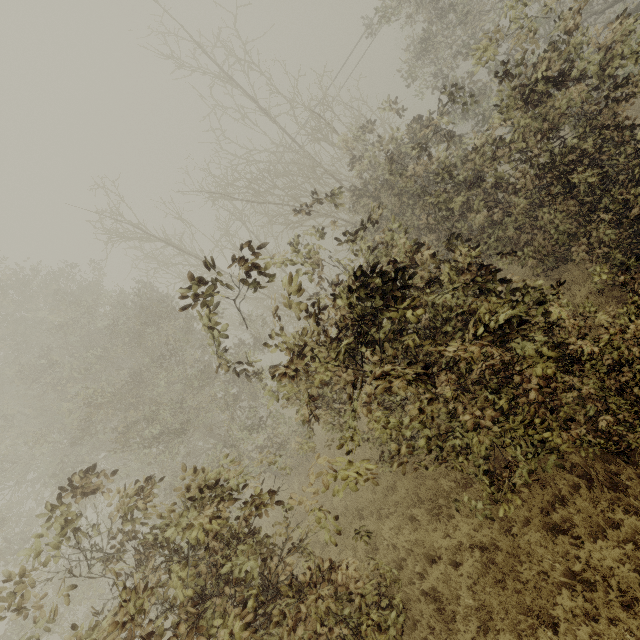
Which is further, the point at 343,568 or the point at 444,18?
the point at 444,18
